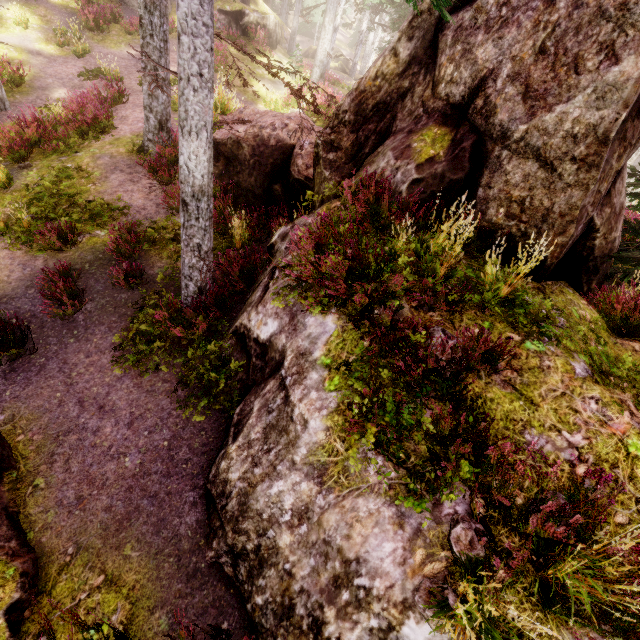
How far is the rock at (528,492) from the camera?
3.01m

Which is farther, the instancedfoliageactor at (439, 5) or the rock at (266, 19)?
the rock at (266, 19)

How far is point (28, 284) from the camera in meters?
6.9 m

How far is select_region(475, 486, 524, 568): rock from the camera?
2.81m

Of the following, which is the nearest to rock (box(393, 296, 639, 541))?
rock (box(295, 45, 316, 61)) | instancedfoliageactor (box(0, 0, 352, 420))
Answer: instancedfoliageactor (box(0, 0, 352, 420))

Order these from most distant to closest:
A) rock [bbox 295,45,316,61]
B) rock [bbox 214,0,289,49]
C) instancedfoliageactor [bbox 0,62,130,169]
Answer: rock [bbox 295,45,316,61] → rock [bbox 214,0,289,49] → instancedfoliageactor [bbox 0,62,130,169]

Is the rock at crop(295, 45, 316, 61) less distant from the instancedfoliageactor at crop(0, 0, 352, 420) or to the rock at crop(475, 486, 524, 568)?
the instancedfoliageactor at crop(0, 0, 352, 420)

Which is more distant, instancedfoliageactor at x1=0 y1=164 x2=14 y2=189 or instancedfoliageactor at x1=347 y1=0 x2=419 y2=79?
instancedfoliageactor at x1=347 y1=0 x2=419 y2=79
